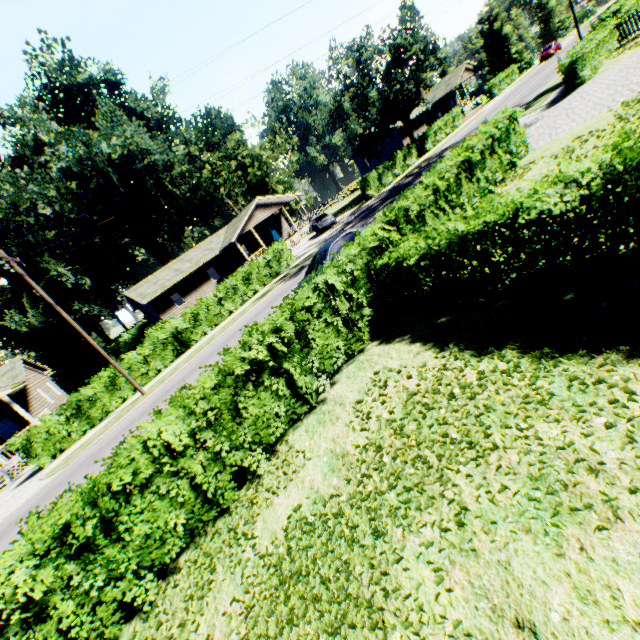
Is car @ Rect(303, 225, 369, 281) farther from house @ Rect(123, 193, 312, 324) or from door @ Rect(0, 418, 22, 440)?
door @ Rect(0, 418, 22, 440)

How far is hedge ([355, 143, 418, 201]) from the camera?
31.69m

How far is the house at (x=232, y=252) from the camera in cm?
3475

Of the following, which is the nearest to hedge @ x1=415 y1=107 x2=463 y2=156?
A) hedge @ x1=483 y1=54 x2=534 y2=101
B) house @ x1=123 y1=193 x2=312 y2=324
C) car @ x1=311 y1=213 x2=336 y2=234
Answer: hedge @ x1=483 y1=54 x2=534 y2=101

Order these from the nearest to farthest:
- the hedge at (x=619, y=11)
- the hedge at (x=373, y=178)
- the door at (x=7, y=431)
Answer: the hedge at (x=619, y=11)
the door at (x=7, y=431)
the hedge at (x=373, y=178)

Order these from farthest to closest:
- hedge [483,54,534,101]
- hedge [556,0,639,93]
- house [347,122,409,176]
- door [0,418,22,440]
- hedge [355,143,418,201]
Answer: house [347,122,409,176] < hedge [483,54,534,101] < hedge [355,143,418,201] < door [0,418,22,440] < hedge [556,0,639,93]

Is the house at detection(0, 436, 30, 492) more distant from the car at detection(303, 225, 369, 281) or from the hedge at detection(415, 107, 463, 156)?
the hedge at detection(415, 107, 463, 156)

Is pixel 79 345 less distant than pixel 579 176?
No
